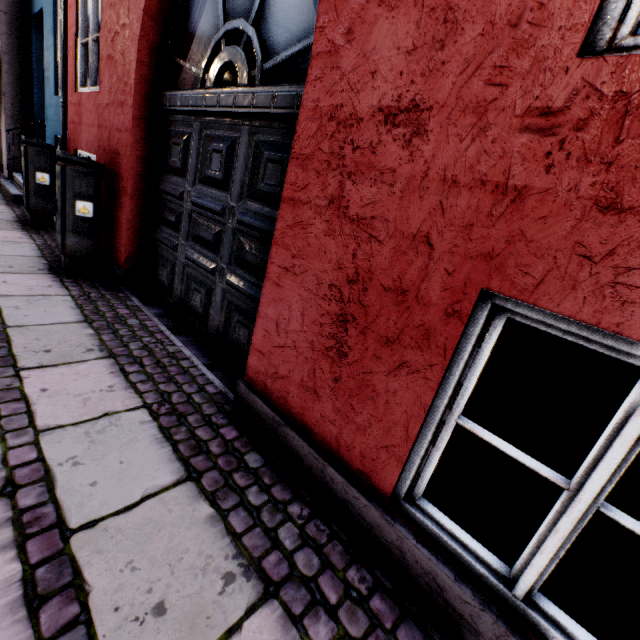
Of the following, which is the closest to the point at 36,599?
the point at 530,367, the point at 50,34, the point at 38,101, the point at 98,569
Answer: the point at 98,569
